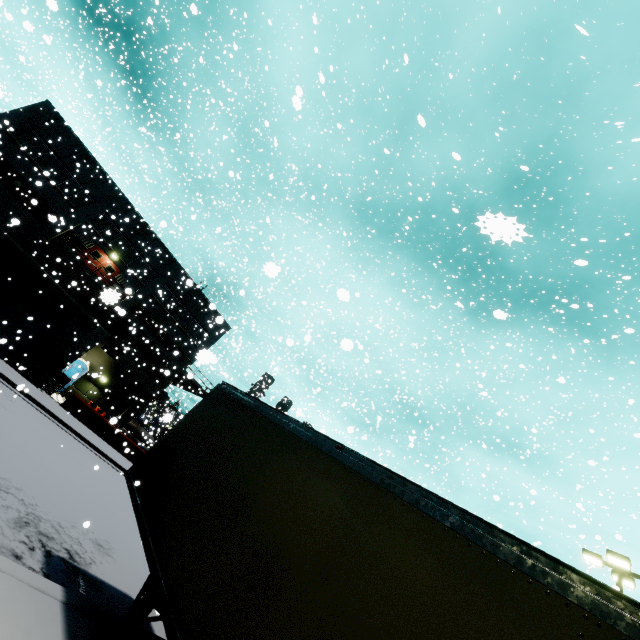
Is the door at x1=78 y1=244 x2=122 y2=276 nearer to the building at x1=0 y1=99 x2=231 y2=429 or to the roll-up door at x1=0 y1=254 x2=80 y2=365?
the building at x1=0 y1=99 x2=231 y2=429

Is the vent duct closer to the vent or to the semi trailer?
the semi trailer

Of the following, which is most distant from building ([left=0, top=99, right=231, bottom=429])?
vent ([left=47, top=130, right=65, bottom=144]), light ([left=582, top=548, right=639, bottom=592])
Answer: light ([left=582, top=548, right=639, bottom=592])

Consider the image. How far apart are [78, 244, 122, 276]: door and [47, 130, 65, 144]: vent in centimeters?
824cm

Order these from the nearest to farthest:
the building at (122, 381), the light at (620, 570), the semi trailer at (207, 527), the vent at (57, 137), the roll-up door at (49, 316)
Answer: the semi trailer at (207, 527), the light at (620, 570), the roll-up door at (49, 316), the building at (122, 381), the vent at (57, 137)

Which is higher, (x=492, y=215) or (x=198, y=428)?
(x=492, y=215)

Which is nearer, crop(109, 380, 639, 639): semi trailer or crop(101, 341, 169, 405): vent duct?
crop(109, 380, 639, 639): semi trailer

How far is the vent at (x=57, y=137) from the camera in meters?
26.6 m
